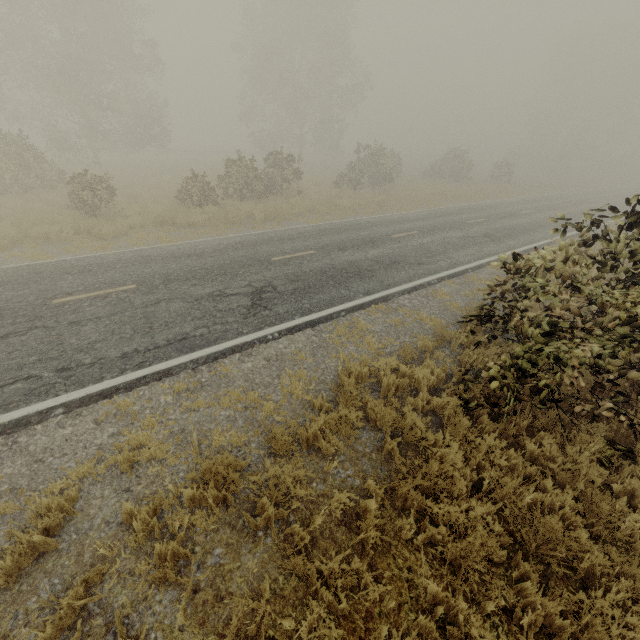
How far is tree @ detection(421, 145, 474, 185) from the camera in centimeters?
3250cm

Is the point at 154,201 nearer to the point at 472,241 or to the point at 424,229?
the point at 424,229

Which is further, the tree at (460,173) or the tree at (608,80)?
the tree at (608,80)

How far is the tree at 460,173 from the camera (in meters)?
32.50

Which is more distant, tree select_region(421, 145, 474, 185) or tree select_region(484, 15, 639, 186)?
tree select_region(484, 15, 639, 186)
